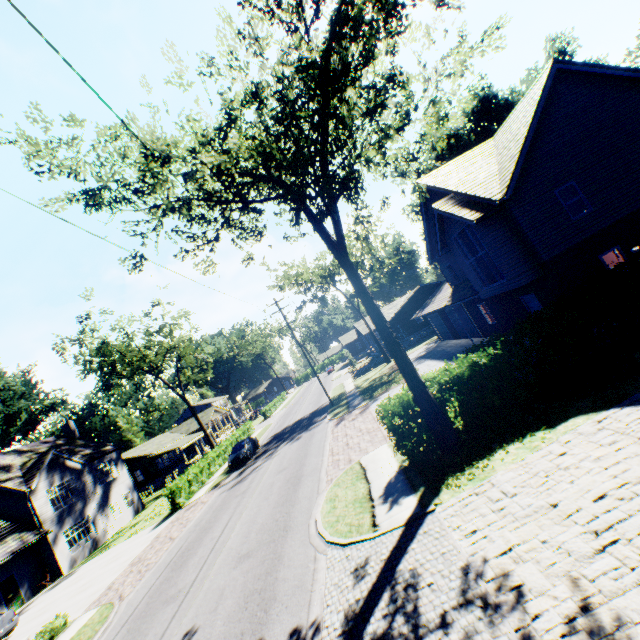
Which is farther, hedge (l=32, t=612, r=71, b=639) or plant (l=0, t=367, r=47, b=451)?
plant (l=0, t=367, r=47, b=451)

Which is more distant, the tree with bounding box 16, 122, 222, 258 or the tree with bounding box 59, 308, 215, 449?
the tree with bounding box 59, 308, 215, 449

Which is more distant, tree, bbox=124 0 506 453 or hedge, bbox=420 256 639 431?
hedge, bbox=420 256 639 431

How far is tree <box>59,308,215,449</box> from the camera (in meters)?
35.28

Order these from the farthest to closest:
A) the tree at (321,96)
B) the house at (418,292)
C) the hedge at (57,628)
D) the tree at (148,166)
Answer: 1. the house at (418,292)
2. the hedge at (57,628)
3. the tree at (148,166)
4. the tree at (321,96)

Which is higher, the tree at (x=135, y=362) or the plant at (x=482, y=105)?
the plant at (x=482, y=105)

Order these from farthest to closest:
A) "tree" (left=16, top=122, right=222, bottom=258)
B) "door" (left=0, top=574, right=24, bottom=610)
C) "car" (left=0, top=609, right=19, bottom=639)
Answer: "door" (left=0, top=574, right=24, bottom=610), "car" (left=0, top=609, right=19, bottom=639), "tree" (left=16, top=122, right=222, bottom=258)

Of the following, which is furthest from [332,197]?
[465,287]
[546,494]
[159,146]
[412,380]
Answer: [465,287]
